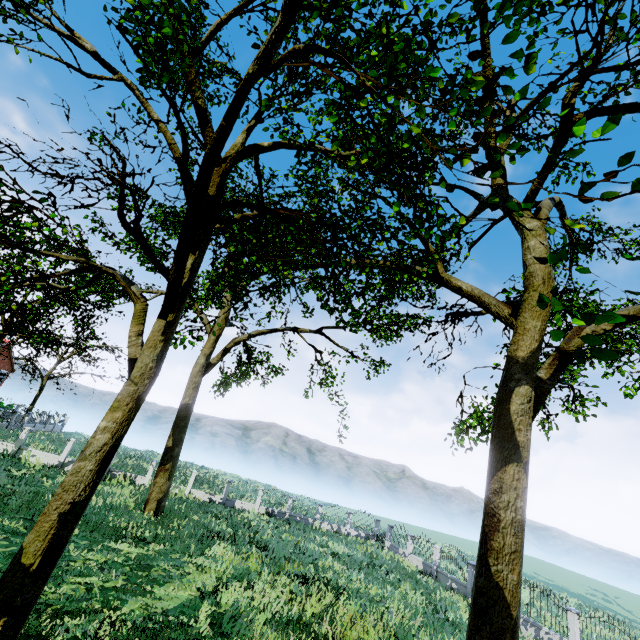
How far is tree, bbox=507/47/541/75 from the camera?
3.7 meters

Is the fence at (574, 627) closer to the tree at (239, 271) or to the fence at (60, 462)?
the tree at (239, 271)

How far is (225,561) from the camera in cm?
1485

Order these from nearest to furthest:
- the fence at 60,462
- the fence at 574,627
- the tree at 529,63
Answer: the tree at 529,63, the fence at 574,627, the fence at 60,462

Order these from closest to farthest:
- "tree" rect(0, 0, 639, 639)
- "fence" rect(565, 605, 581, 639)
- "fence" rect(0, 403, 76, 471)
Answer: "tree" rect(0, 0, 639, 639)
"fence" rect(565, 605, 581, 639)
"fence" rect(0, 403, 76, 471)

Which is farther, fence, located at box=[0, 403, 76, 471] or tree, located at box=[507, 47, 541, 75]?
fence, located at box=[0, 403, 76, 471]

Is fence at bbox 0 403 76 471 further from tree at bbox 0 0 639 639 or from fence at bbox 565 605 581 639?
fence at bbox 565 605 581 639
